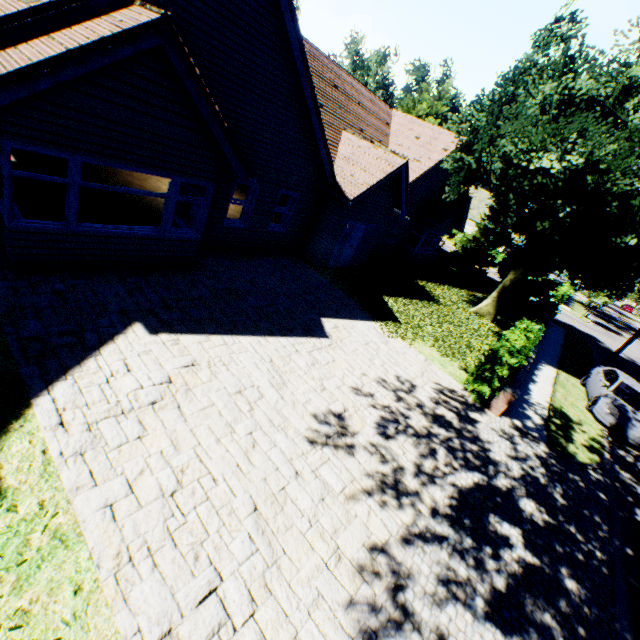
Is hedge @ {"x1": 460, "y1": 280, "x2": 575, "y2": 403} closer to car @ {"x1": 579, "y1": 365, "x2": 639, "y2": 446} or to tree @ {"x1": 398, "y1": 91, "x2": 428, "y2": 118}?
tree @ {"x1": 398, "y1": 91, "x2": 428, "y2": 118}

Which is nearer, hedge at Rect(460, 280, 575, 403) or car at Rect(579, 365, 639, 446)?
hedge at Rect(460, 280, 575, 403)

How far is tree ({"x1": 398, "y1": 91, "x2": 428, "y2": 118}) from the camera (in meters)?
26.17

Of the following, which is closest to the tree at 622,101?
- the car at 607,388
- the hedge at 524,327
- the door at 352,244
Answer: the hedge at 524,327

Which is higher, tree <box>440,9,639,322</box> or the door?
tree <box>440,9,639,322</box>

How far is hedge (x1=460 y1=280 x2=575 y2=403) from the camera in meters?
9.5 m

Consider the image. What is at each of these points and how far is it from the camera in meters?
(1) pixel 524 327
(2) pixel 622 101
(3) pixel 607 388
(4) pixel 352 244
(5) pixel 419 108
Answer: (1) hedge, 14.8
(2) tree, 13.2
(3) car, 13.1
(4) door, 15.4
(5) tree, 26.2

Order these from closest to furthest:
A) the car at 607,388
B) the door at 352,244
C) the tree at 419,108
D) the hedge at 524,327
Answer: the hedge at 524,327
the car at 607,388
the door at 352,244
the tree at 419,108
